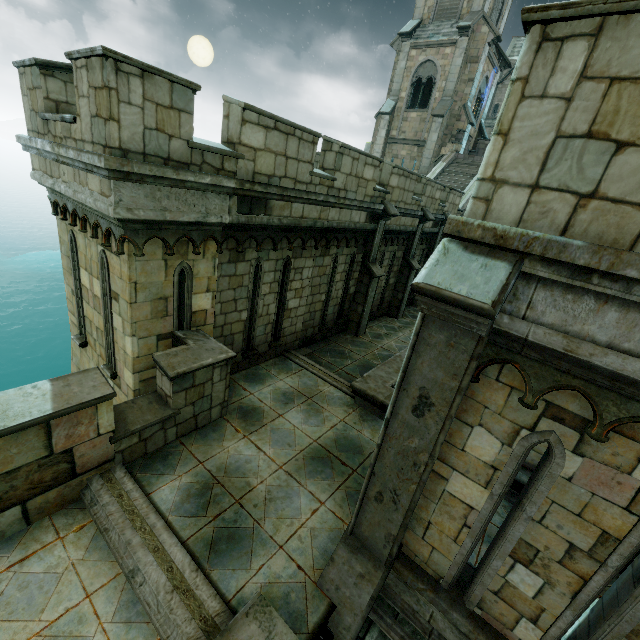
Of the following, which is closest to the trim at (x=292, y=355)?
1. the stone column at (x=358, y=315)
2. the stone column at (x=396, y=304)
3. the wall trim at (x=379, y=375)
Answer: the wall trim at (x=379, y=375)

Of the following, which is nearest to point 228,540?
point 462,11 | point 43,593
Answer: point 43,593

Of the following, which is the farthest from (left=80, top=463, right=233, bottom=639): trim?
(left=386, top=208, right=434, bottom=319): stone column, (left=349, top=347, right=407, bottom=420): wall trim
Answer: (left=386, top=208, right=434, bottom=319): stone column

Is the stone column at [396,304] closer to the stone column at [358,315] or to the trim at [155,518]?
the stone column at [358,315]

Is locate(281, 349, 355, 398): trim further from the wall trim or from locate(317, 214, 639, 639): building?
locate(317, 214, 639, 639): building

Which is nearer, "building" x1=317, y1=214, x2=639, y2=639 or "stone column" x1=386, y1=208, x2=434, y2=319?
"building" x1=317, y1=214, x2=639, y2=639

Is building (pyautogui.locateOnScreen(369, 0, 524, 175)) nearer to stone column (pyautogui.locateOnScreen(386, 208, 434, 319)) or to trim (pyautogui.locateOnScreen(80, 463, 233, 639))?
trim (pyautogui.locateOnScreen(80, 463, 233, 639))

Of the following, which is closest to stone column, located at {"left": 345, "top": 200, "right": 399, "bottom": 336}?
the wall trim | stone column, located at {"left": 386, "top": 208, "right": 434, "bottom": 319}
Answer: the wall trim
